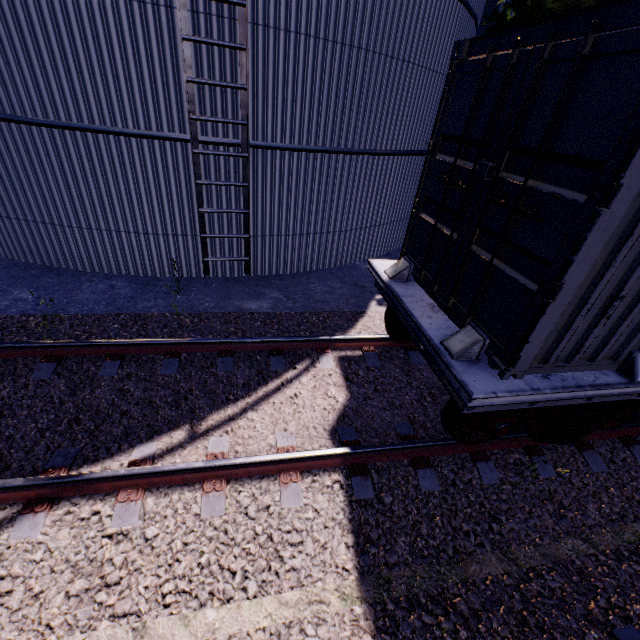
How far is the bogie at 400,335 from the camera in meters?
5.2 m

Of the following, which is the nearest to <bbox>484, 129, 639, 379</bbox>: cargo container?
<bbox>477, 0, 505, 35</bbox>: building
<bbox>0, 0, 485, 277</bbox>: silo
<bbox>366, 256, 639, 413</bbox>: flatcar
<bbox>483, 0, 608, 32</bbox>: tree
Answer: <bbox>366, 256, 639, 413</bbox>: flatcar

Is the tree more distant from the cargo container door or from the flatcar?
the cargo container door

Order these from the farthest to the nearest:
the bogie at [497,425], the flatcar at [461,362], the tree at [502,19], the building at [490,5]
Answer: the building at [490,5], the tree at [502,19], the bogie at [497,425], the flatcar at [461,362]

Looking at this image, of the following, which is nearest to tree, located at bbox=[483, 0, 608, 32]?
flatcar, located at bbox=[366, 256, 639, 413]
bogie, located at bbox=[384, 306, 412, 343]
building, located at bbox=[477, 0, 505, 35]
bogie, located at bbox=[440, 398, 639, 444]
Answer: building, located at bbox=[477, 0, 505, 35]

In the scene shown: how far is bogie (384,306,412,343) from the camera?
5.2 meters

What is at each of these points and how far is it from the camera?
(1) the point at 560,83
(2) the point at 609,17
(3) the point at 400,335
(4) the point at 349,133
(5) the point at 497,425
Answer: (1) cargo container door, 2.4 meters
(2) cargo container, 2.1 meters
(3) bogie, 5.5 meters
(4) silo, 6.9 meters
(5) bogie, 3.4 meters

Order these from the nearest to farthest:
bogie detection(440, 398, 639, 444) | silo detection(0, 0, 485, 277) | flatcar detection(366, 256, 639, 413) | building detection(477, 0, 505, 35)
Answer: flatcar detection(366, 256, 639, 413)
bogie detection(440, 398, 639, 444)
silo detection(0, 0, 485, 277)
building detection(477, 0, 505, 35)
